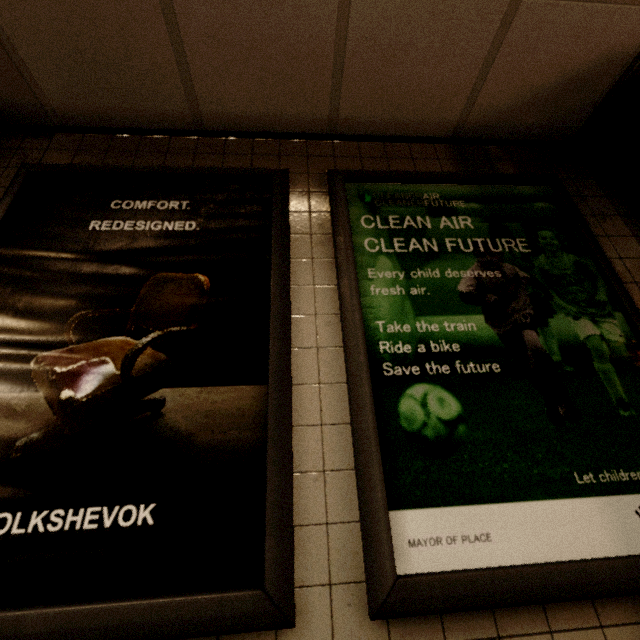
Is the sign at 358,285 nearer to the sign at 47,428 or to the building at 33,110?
the sign at 47,428

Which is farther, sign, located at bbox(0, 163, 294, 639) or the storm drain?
the storm drain

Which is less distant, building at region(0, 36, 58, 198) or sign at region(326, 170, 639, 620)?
sign at region(326, 170, 639, 620)

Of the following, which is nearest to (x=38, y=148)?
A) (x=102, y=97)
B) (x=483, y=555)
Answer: (x=102, y=97)

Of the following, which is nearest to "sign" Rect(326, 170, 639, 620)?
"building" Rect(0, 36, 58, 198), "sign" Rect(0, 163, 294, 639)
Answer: "sign" Rect(0, 163, 294, 639)

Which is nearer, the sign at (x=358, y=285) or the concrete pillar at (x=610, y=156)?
the sign at (x=358, y=285)

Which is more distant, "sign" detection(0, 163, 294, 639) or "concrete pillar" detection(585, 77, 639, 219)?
"concrete pillar" detection(585, 77, 639, 219)

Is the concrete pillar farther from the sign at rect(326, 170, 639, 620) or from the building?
the building
